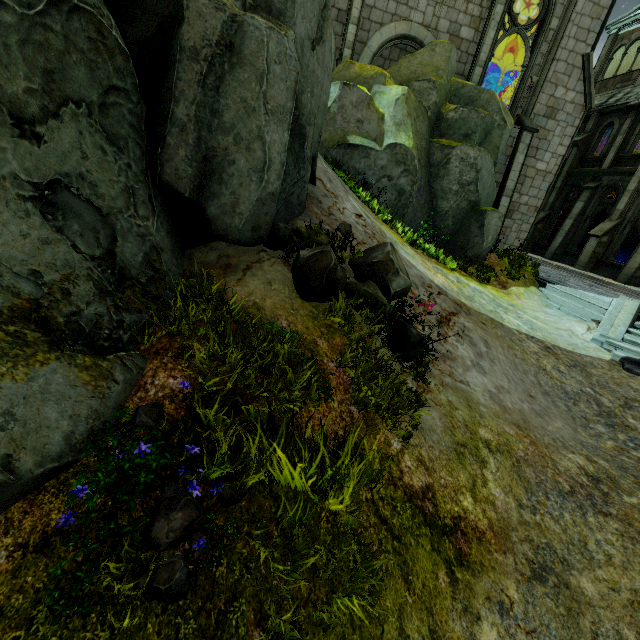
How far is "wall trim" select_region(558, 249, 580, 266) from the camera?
19.5 meters

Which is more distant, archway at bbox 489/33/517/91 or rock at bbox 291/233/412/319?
archway at bbox 489/33/517/91

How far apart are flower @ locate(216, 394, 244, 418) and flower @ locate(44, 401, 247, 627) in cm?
49

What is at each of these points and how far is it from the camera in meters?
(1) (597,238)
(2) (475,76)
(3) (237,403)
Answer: (1) stone column, 17.8
(2) building, 13.9
(3) flower, 3.0

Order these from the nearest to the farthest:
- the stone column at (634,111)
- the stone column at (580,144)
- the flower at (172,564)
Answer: the flower at (172,564) < the stone column at (634,111) < the stone column at (580,144)

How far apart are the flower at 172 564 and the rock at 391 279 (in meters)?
3.15

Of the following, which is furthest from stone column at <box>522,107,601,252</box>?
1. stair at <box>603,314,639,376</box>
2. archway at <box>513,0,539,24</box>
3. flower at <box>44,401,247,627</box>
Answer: flower at <box>44,401,247,627</box>

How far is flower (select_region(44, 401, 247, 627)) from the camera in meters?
1.8
